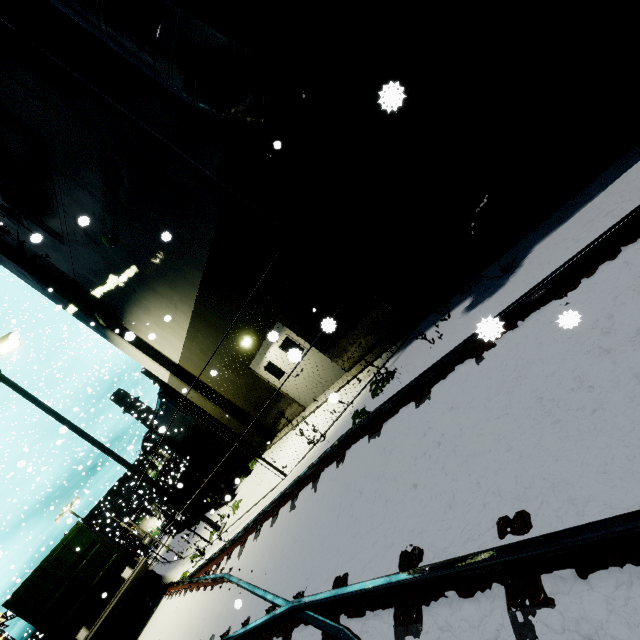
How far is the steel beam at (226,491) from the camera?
12.93m

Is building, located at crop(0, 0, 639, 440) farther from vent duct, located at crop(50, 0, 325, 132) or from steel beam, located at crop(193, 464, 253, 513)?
steel beam, located at crop(193, 464, 253, 513)

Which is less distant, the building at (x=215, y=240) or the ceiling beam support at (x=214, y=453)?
the building at (x=215, y=240)

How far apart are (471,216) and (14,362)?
46.2m

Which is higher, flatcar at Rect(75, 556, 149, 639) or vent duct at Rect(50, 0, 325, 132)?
vent duct at Rect(50, 0, 325, 132)

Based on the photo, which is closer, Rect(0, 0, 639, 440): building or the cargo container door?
Rect(0, 0, 639, 440): building

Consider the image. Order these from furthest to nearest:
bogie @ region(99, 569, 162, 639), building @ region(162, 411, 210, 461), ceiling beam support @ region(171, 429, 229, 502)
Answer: building @ region(162, 411, 210, 461) → ceiling beam support @ region(171, 429, 229, 502) → bogie @ region(99, 569, 162, 639)

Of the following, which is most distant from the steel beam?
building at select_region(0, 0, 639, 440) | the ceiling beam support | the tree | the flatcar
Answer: the tree
